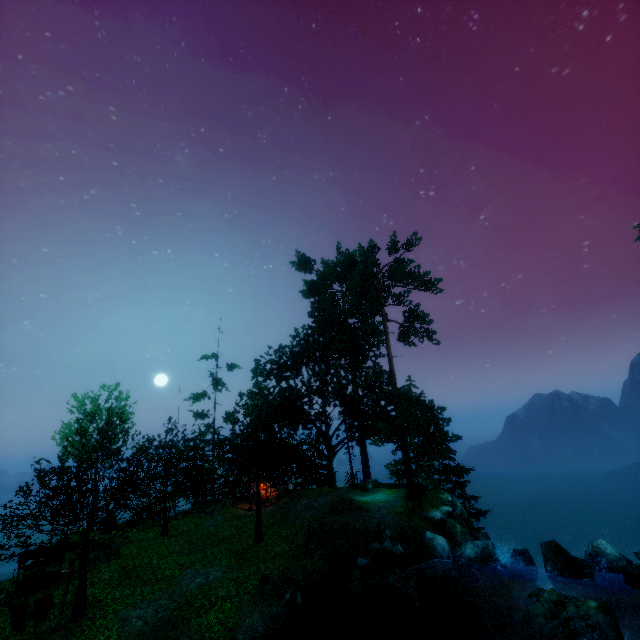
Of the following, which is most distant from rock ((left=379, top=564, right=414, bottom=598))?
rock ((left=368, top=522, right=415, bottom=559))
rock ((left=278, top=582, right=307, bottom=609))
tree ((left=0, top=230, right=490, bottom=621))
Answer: tree ((left=0, top=230, right=490, bottom=621))

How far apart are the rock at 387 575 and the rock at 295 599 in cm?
358

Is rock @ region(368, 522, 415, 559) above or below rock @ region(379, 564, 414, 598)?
above

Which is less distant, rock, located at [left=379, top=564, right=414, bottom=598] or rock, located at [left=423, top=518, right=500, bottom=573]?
rock, located at [left=379, top=564, right=414, bottom=598]

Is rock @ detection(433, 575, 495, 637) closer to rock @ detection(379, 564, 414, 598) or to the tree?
rock @ detection(379, 564, 414, 598)

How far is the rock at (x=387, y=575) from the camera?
13.8m

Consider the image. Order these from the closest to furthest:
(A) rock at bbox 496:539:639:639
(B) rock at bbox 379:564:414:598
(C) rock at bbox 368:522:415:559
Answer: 1. (A) rock at bbox 496:539:639:639
2. (B) rock at bbox 379:564:414:598
3. (C) rock at bbox 368:522:415:559

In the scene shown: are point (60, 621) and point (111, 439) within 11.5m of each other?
yes
